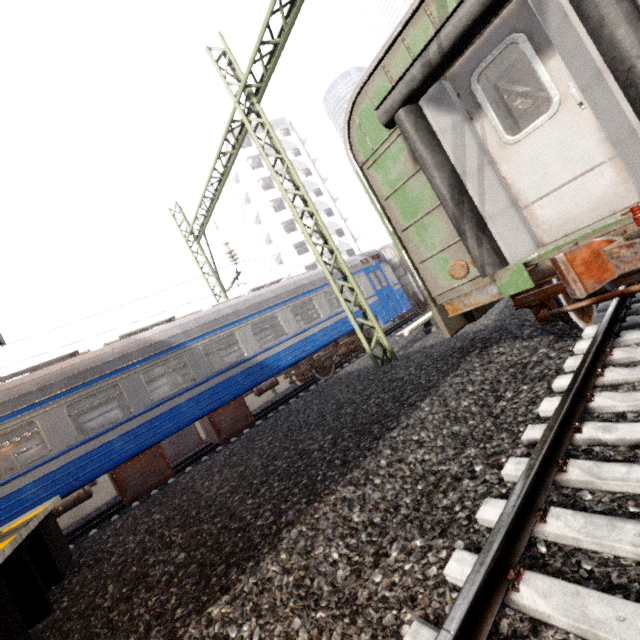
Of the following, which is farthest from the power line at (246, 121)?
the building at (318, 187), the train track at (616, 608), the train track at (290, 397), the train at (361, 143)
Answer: the building at (318, 187)

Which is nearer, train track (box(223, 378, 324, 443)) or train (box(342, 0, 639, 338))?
train (box(342, 0, 639, 338))

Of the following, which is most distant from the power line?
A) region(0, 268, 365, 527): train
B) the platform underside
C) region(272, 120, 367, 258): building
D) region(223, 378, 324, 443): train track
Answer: region(272, 120, 367, 258): building

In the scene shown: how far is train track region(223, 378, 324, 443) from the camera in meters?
10.8 m

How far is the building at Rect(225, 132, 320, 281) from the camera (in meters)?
38.78

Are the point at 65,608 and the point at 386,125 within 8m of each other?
yes

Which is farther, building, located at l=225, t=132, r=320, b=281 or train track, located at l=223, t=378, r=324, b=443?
building, located at l=225, t=132, r=320, b=281

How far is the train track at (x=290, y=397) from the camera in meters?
10.8
